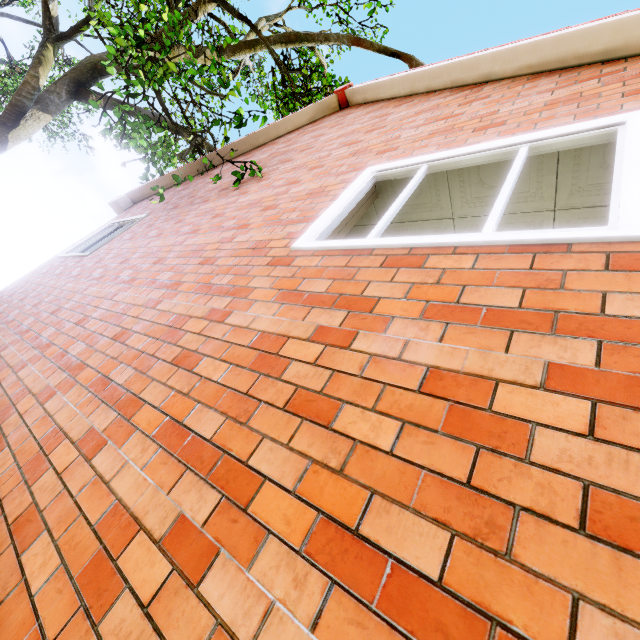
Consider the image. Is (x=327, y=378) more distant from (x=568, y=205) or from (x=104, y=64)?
(x=104, y=64)
